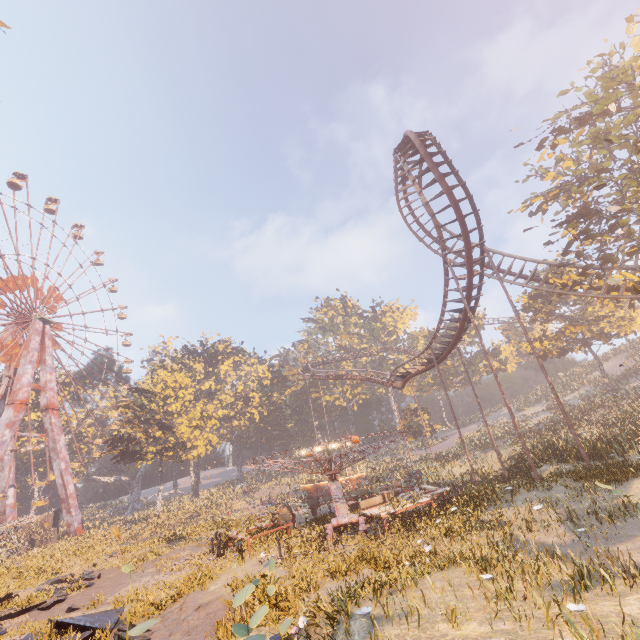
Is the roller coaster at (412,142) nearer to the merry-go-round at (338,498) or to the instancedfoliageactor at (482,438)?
the instancedfoliageactor at (482,438)

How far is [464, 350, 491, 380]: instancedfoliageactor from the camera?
55.8m

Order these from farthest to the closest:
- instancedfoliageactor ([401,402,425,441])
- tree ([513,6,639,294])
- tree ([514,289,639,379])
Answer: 1. instancedfoliageactor ([401,402,425,441])
2. tree ([514,289,639,379])
3. tree ([513,6,639,294])

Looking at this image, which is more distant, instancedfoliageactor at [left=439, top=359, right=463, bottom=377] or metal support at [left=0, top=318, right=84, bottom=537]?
instancedfoliageactor at [left=439, top=359, right=463, bottom=377]

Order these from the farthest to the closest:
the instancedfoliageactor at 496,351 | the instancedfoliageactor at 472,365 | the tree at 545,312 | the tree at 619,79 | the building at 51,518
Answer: the instancedfoliageactor at 472,365
the instancedfoliageactor at 496,351
the building at 51,518
the tree at 545,312
the tree at 619,79

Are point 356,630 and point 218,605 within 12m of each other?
yes

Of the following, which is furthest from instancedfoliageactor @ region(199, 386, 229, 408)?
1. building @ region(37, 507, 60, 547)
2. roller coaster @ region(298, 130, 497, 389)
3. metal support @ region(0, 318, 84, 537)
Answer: building @ region(37, 507, 60, 547)
